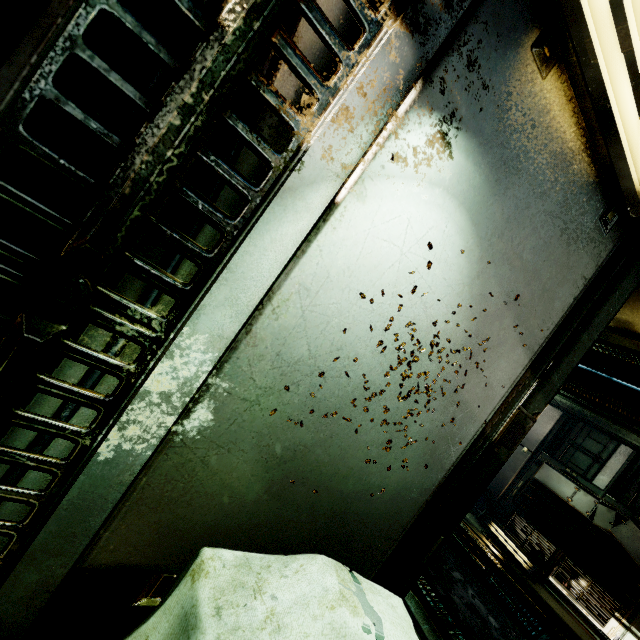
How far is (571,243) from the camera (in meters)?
1.70

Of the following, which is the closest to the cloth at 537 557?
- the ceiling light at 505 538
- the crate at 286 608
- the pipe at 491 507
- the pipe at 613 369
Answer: the ceiling light at 505 538

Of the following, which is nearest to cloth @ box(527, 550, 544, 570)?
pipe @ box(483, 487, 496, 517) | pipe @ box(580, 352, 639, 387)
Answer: pipe @ box(483, 487, 496, 517)

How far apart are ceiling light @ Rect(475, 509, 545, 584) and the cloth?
0.3 meters

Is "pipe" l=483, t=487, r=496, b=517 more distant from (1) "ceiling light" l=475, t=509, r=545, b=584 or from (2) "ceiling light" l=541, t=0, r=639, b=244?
(2) "ceiling light" l=541, t=0, r=639, b=244

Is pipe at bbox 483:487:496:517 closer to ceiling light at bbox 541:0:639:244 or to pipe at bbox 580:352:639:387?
pipe at bbox 580:352:639:387

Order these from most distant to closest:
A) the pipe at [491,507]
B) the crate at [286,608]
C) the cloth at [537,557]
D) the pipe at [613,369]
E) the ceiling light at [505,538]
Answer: the pipe at [491,507], the cloth at [537,557], the ceiling light at [505,538], the pipe at [613,369], the crate at [286,608]

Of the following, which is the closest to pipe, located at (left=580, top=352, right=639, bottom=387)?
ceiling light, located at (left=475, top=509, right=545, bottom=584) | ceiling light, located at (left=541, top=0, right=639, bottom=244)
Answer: ceiling light, located at (left=475, top=509, right=545, bottom=584)
